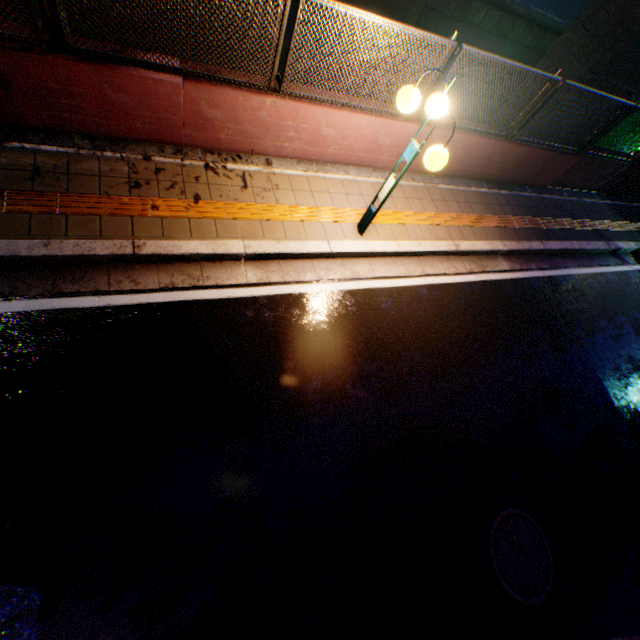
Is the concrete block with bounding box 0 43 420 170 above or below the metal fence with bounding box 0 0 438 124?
below

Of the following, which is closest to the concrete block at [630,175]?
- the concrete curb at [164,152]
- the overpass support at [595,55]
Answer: the concrete curb at [164,152]

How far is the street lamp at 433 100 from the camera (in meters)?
3.73

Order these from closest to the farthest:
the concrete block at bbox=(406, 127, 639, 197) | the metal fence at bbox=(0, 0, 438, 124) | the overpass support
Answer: the metal fence at bbox=(0, 0, 438, 124) < the concrete block at bbox=(406, 127, 639, 197) < the overpass support

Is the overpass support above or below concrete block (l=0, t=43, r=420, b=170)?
above

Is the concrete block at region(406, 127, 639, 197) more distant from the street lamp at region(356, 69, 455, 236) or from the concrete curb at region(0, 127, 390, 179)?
the street lamp at region(356, 69, 455, 236)

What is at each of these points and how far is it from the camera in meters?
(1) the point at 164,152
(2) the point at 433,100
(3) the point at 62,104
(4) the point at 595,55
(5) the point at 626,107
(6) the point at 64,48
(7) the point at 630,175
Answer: (1) concrete curb, 4.8
(2) street lamp, 3.9
(3) concrete block, 4.0
(4) overpass support, 7.5
(5) metal fence, 6.6
(6) metal fence, 3.5
(7) concrete block, 9.4

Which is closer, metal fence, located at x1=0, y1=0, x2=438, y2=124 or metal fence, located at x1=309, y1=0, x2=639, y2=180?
metal fence, located at x1=0, y1=0, x2=438, y2=124
